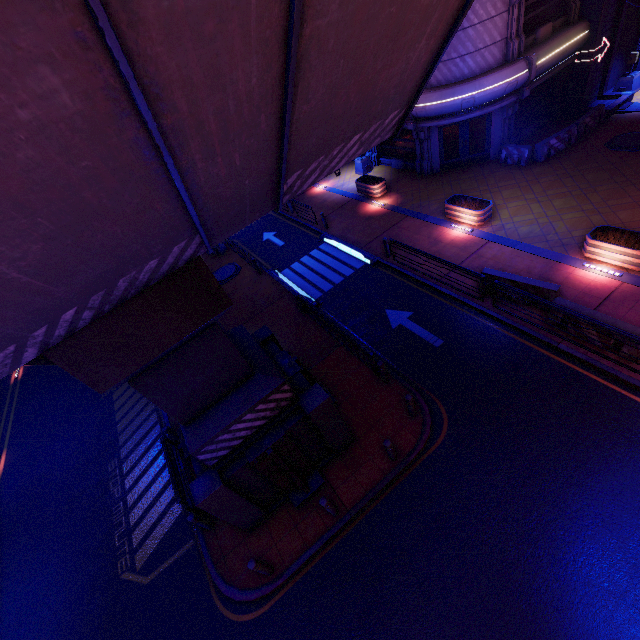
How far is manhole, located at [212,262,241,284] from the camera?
19.3 meters

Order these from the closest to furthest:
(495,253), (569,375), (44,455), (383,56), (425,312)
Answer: (383,56), (569,375), (425,312), (495,253), (44,455)

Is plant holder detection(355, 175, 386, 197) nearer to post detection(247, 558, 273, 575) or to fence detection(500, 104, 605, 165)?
fence detection(500, 104, 605, 165)

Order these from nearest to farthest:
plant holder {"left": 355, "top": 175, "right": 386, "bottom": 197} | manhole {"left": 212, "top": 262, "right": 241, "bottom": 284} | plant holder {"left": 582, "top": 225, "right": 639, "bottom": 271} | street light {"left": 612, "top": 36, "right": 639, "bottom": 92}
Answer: plant holder {"left": 582, "top": 225, "right": 639, "bottom": 271}, street light {"left": 612, "top": 36, "right": 639, "bottom": 92}, manhole {"left": 212, "top": 262, "right": 241, "bottom": 284}, plant holder {"left": 355, "top": 175, "right": 386, "bottom": 197}

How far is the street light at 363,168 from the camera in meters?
23.1 m

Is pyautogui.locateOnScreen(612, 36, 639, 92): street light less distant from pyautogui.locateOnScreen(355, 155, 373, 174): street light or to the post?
pyautogui.locateOnScreen(355, 155, 373, 174): street light

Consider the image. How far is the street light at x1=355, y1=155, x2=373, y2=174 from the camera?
23.1m

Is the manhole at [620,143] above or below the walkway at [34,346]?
below
